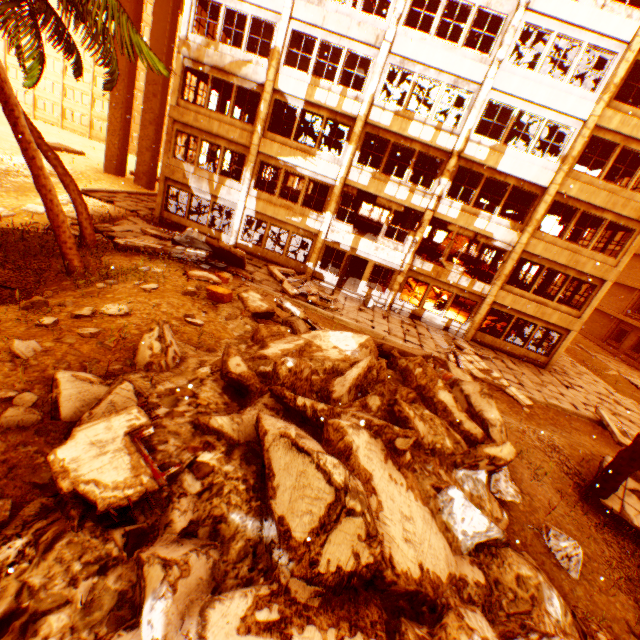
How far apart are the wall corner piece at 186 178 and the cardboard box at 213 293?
9.98m

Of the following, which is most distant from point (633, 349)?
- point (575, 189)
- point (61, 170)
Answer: point (61, 170)

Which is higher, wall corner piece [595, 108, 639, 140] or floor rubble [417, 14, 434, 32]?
floor rubble [417, 14, 434, 32]

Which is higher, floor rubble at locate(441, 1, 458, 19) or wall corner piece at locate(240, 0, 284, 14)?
floor rubble at locate(441, 1, 458, 19)

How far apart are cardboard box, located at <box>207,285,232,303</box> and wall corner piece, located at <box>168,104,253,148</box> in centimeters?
1087cm

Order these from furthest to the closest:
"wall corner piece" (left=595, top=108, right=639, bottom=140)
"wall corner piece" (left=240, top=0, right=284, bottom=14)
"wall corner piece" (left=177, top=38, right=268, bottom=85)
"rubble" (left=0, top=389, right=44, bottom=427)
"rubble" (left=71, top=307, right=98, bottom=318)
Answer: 1. "wall corner piece" (left=177, top=38, right=268, bottom=85)
2. "wall corner piece" (left=240, top=0, right=284, bottom=14)
3. "wall corner piece" (left=595, top=108, right=639, bottom=140)
4. "rubble" (left=71, top=307, right=98, bottom=318)
5. "rubble" (left=0, top=389, right=44, bottom=427)

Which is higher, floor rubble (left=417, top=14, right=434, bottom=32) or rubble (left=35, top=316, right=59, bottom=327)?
floor rubble (left=417, top=14, right=434, bottom=32)

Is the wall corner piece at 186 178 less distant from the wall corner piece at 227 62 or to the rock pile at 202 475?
the wall corner piece at 227 62
